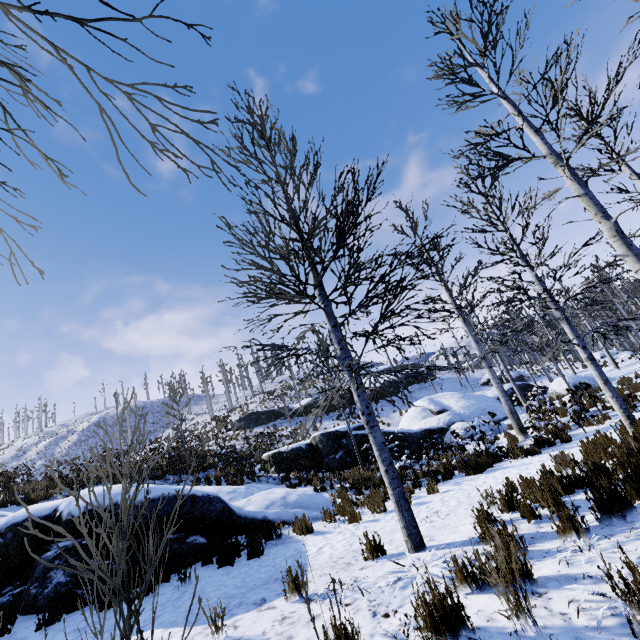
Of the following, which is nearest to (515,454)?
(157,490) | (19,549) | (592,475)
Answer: (592,475)

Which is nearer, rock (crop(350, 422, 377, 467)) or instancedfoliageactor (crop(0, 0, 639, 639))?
instancedfoliageactor (crop(0, 0, 639, 639))

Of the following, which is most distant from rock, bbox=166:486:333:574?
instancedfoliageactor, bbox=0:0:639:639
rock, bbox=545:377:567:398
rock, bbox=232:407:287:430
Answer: rock, bbox=232:407:287:430

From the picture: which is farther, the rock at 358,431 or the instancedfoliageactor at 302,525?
the rock at 358,431

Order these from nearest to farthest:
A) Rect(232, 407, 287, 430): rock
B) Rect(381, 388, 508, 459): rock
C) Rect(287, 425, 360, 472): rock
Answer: Rect(287, 425, 360, 472): rock, Rect(381, 388, 508, 459): rock, Rect(232, 407, 287, 430): rock

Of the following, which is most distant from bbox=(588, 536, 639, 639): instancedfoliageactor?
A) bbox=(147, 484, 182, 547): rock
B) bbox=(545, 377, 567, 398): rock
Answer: bbox=(147, 484, 182, 547): rock

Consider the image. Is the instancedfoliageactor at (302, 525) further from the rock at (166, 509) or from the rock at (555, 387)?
the rock at (166, 509)

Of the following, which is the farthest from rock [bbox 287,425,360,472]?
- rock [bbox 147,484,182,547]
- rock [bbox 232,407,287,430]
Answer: rock [bbox 232,407,287,430]
